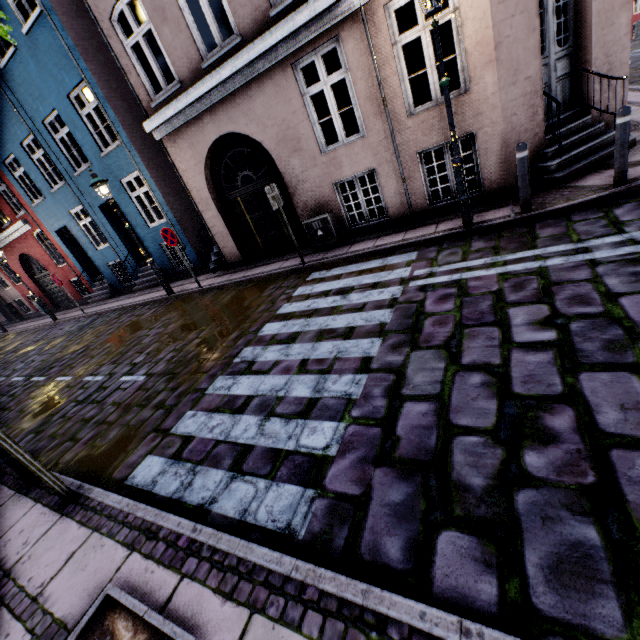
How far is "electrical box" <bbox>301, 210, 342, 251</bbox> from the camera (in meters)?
7.93

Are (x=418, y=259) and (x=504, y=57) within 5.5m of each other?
yes

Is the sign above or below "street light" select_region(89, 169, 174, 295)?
below

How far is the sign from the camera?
8.85m

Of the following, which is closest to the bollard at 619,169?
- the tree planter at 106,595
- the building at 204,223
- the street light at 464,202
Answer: the building at 204,223

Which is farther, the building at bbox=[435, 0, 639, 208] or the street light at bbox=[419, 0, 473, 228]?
the building at bbox=[435, 0, 639, 208]

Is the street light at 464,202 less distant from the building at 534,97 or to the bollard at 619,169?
the building at 534,97
